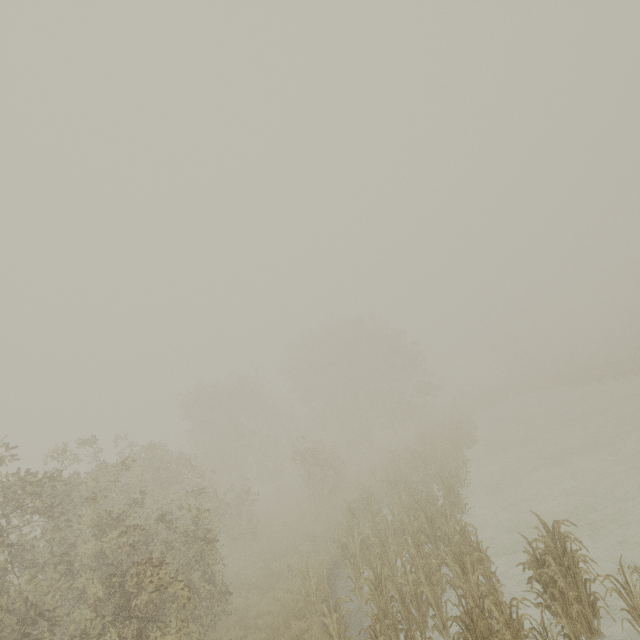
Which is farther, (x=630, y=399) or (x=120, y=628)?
(x=630, y=399)
